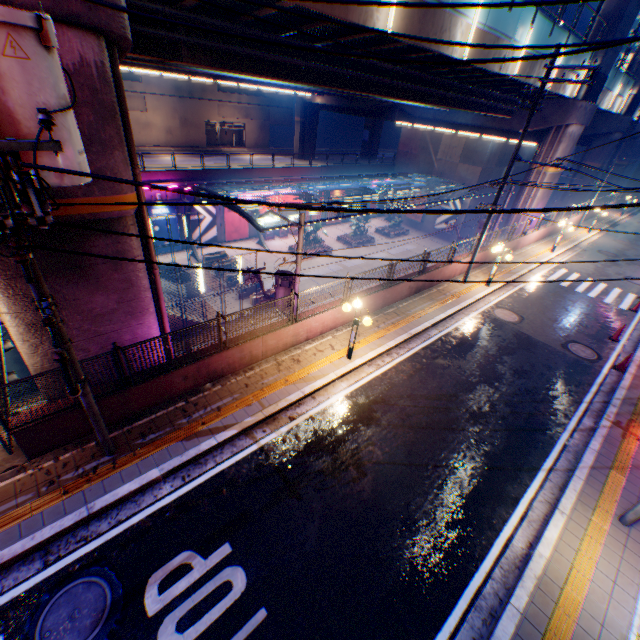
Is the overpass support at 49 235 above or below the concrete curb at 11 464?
above

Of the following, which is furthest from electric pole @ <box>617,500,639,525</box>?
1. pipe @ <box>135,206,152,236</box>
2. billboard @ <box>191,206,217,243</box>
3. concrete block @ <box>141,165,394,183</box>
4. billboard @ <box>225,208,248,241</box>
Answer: billboard @ <box>225,208,248,241</box>

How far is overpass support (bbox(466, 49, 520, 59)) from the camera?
13.4m

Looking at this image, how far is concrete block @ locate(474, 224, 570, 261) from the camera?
19.4m

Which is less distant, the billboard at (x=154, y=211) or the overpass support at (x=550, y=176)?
the overpass support at (x=550, y=176)

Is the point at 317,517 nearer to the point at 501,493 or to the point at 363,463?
the point at 363,463

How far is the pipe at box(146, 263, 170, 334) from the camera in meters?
9.0 m
